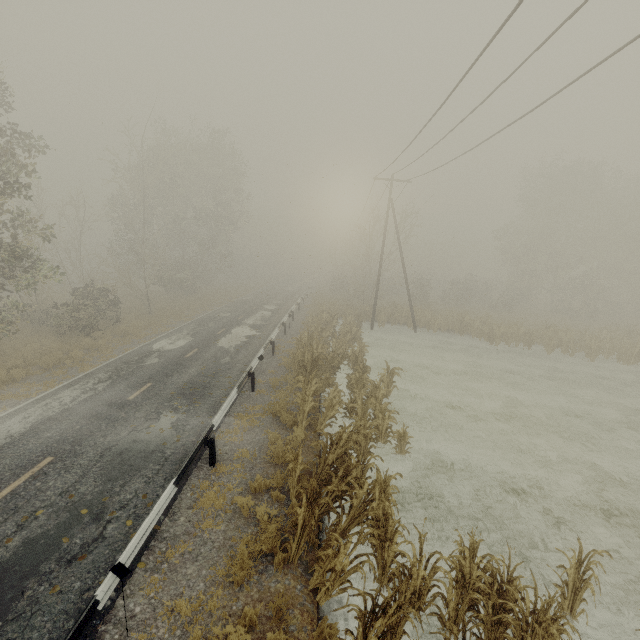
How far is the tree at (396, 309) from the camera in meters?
28.3

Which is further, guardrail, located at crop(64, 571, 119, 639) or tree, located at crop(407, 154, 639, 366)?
tree, located at crop(407, 154, 639, 366)

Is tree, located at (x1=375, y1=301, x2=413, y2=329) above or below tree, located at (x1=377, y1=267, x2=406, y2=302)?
below

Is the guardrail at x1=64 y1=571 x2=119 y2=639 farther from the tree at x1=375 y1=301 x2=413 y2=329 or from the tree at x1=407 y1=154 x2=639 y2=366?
the tree at x1=407 y1=154 x2=639 y2=366

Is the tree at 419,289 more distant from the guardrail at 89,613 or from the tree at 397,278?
the guardrail at 89,613

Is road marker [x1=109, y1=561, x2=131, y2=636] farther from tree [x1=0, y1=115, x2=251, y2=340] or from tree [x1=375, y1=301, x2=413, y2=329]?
tree [x1=0, y1=115, x2=251, y2=340]

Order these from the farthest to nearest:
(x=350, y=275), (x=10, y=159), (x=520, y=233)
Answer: (x=520, y=233)
(x=350, y=275)
(x=10, y=159)

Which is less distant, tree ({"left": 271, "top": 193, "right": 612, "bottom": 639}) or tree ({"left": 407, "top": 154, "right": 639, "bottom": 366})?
tree ({"left": 271, "top": 193, "right": 612, "bottom": 639})
